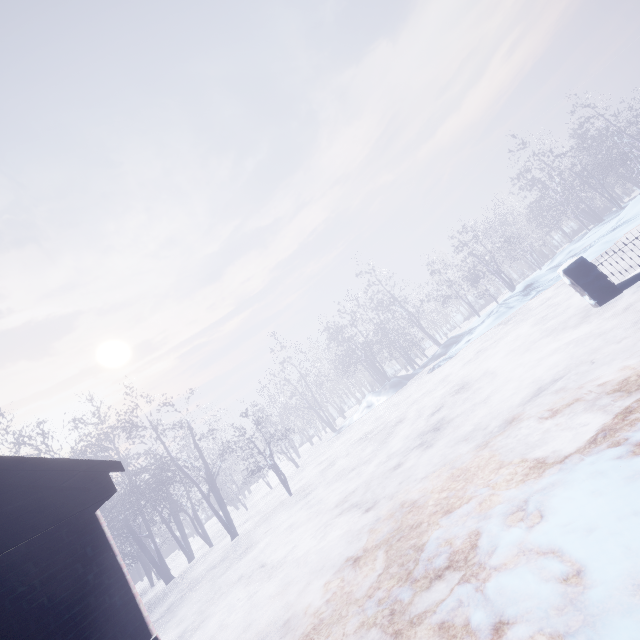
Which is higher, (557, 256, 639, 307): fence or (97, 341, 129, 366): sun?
(97, 341, 129, 366): sun

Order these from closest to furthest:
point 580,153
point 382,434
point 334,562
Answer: point 334,562 < point 382,434 < point 580,153

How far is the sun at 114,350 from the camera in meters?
48.7

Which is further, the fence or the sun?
the sun

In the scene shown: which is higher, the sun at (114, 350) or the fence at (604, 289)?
the sun at (114, 350)

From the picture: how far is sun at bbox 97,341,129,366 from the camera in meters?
48.7 m
